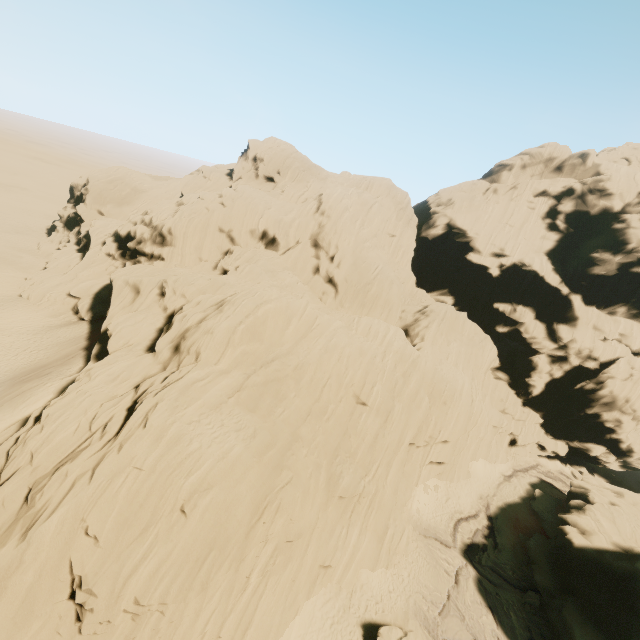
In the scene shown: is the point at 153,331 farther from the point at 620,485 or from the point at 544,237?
the point at 620,485

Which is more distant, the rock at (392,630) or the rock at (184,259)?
the rock at (392,630)

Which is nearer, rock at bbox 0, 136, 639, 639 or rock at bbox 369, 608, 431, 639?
rock at bbox 0, 136, 639, 639

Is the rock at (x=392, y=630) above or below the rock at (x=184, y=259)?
below

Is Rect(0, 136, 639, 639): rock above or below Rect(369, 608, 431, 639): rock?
above
